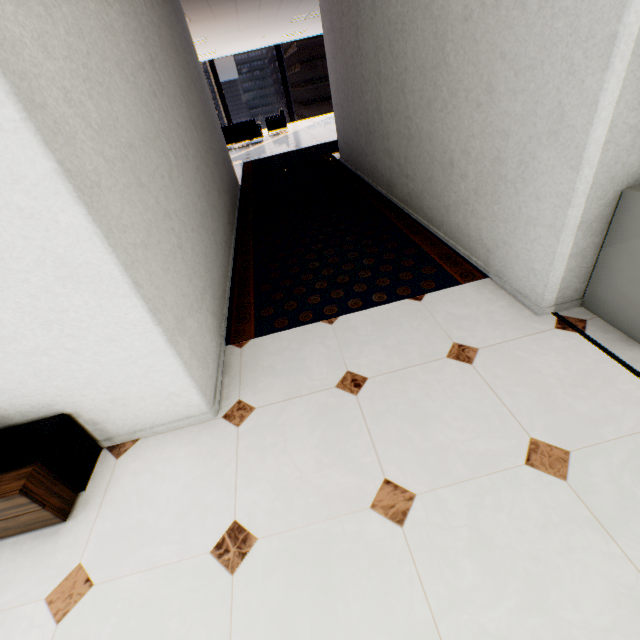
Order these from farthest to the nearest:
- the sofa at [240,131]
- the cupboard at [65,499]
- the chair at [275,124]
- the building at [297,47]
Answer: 1. the building at [297,47]
2. the chair at [275,124]
3. the sofa at [240,131]
4. the cupboard at [65,499]

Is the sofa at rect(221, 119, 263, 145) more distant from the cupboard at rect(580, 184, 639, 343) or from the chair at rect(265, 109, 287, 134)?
the cupboard at rect(580, 184, 639, 343)

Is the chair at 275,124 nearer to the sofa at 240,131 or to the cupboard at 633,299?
the sofa at 240,131

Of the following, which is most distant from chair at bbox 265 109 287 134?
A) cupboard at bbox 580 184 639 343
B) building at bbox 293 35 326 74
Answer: building at bbox 293 35 326 74

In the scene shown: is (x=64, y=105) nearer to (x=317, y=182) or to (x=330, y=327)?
(x=330, y=327)

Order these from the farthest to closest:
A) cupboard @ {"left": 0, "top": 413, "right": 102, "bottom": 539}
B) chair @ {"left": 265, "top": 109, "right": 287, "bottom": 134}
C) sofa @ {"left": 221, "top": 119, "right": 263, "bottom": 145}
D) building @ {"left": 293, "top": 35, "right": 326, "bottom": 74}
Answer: building @ {"left": 293, "top": 35, "right": 326, "bottom": 74} → chair @ {"left": 265, "top": 109, "right": 287, "bottom": 134} → sofa @ {"left": 221, "top": 119, "right": 263, "bottom": 145} → cupboard @ {"left": 0, "top": 413, "right": 102, "bottom": 539}

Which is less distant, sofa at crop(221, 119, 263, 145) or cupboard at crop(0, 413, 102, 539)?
cupboard at crop(0, 413, 102, 539)

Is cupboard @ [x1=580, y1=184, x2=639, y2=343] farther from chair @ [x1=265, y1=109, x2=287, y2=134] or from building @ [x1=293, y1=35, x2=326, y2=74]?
building @ [x1=293, y1=35, x2=326, y2=74]
